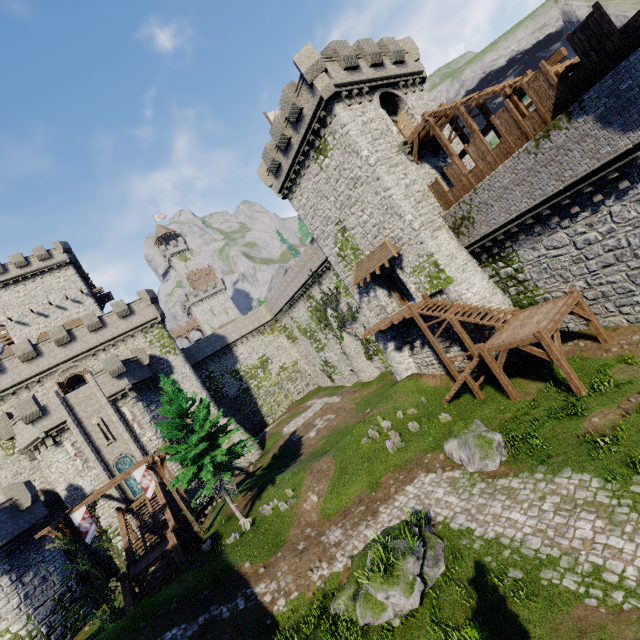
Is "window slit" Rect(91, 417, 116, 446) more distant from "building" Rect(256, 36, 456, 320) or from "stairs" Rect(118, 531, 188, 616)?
"building" Rect(256, 36, 456, 320)

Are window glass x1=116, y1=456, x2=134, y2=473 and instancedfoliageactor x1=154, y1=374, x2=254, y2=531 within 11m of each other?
no

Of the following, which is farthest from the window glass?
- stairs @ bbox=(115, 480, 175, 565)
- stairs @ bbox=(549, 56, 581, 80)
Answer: stairs @ bbox=(549, 56, 581, 80)

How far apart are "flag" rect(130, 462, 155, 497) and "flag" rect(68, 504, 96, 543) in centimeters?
276cm

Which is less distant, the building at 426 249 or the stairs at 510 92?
the stairs at 510 92

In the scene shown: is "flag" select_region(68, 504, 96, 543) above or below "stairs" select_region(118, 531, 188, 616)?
above

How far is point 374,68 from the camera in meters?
22.1

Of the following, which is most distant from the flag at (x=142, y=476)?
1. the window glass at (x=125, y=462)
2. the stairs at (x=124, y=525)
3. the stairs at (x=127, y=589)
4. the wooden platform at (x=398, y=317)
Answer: the wooden platform at (x=398, y=317)
